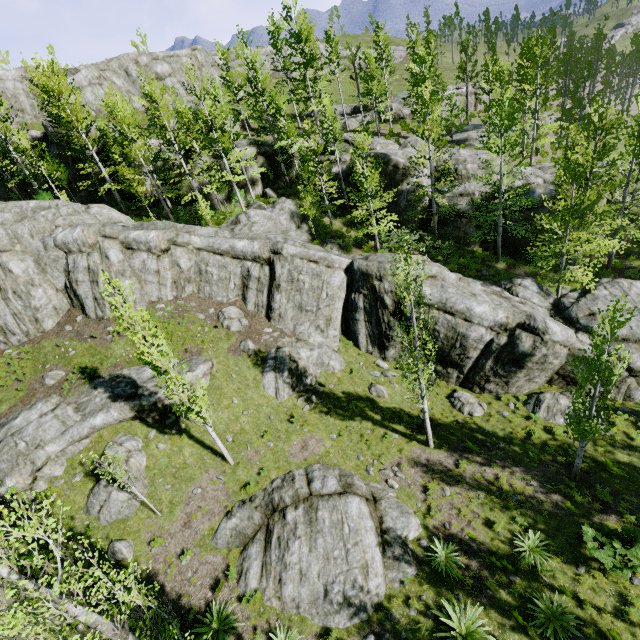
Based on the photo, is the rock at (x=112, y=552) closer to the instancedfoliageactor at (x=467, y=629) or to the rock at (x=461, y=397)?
the rock at (x=461, y=397)

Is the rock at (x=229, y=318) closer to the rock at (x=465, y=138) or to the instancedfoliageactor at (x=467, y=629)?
the instancedfoliageactor at (x=467, y=629)

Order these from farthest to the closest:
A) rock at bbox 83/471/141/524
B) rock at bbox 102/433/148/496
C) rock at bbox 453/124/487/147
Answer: rock at bbox 453/124/487/147
rock at bbox 102/433/148/496
rock at bbox 83/471/141/524

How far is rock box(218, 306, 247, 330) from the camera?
19.8m

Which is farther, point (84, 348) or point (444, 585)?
point (84, 348)

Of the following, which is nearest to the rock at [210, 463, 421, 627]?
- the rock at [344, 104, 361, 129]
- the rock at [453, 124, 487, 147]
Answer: the rock at [344, 104, 361, 129]
